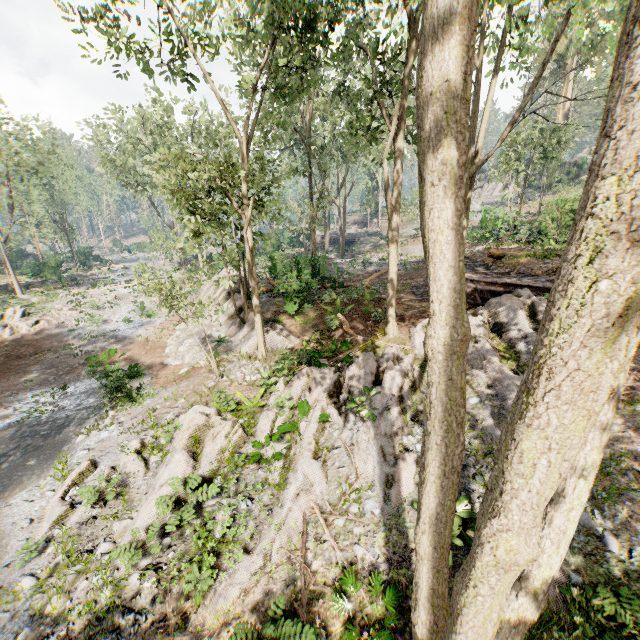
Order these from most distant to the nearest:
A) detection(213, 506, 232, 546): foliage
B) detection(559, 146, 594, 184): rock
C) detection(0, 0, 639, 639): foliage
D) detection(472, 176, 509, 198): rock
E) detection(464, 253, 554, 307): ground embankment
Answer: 1. detection(472, 176, 509, 198): rock
2. detection(559, 146, 594, 184): rock
3. detection(464, 253, 554, 307): ground embankment
4. detection(213, 506, 232, 546): foliage
5. detection(0, 0, 639, 639): foliage

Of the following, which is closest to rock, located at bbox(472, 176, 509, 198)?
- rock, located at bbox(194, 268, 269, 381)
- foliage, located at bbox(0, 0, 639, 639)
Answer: foliage, located at bbox(0, 0, 639, 639)

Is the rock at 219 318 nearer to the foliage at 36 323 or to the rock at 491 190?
the foliage at 36 323

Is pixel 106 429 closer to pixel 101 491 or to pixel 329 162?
pixel 101 491

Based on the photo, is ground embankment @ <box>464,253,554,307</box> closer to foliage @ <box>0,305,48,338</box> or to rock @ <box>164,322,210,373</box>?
foliage @ <box>0,305,48,338</box>

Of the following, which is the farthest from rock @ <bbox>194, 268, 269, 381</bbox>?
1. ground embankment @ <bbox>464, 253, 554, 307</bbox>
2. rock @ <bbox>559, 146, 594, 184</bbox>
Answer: rock @ <bbox>559, 146, 594, 184</bbox>

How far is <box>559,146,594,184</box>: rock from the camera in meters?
43.4 m
